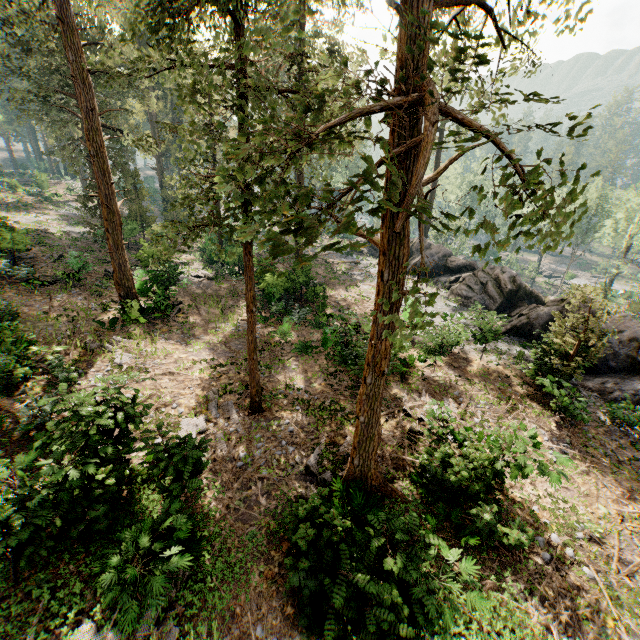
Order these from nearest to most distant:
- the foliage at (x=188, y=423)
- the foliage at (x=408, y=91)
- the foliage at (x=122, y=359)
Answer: the foliage at (x=408, y=91) → the foliage at (x=188, y=423) → the foliage at (x=122, y=359)

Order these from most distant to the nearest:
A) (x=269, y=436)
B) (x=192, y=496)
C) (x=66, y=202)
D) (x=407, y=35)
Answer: (x=66, y=202), (x=269, y=436), (x=192, y=496), (x=407, y=35)

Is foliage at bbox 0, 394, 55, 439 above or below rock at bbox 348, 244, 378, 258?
above

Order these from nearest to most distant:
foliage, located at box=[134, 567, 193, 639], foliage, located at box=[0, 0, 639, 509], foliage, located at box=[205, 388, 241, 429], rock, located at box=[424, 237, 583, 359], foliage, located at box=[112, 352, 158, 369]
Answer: foliage, located at box=[0, 0, 639, 509], foliage, located at box=[134, 567, 193, 639], foliage, located at box=[205, 388, 241, 429], foliage, located at box=[112, 352, 158, 369], rock, located at box=[424, 237, 583, 359]

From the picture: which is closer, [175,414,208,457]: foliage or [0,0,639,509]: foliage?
[0,0,639,509]: foliage

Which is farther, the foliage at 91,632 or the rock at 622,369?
the rock at 622,369

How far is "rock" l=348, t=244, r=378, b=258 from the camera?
39.22m

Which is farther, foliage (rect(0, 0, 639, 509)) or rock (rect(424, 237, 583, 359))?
rock (rect(424, 237, 583, 359))
